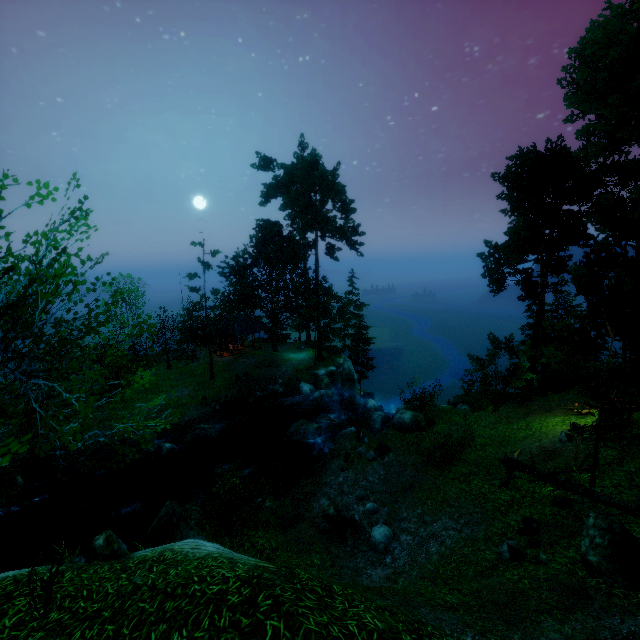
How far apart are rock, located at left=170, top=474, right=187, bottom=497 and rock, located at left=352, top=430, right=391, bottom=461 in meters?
11.0 m

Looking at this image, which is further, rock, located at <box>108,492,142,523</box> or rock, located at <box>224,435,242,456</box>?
rock, located at <box>224,435,242,456</box>

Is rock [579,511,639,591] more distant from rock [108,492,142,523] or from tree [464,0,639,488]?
rock [108,492,142,523]

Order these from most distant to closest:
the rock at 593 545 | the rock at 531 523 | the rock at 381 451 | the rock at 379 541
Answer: the rock at 381 451 < the rock at 379 541 < the rock at 531 523 < the rock at 593 545

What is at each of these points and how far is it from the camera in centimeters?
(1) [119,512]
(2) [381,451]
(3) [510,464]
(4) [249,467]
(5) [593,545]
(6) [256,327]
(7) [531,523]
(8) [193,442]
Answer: (1) rock, 1627cm
(2) rock, 1698cm
(3) log, 1471cm
(4) rock, 2031cm
(5) rock, 791cm
(6) building, 3950cm
(7) rock, 1038cm
(8) rock, 2286cm

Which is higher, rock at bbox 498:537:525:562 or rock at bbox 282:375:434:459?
rock at bbox 498:537:525:562

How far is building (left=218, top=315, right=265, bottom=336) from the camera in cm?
3784

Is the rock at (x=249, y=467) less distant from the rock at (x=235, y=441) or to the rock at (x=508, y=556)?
the rock at (x=235, y=441)
